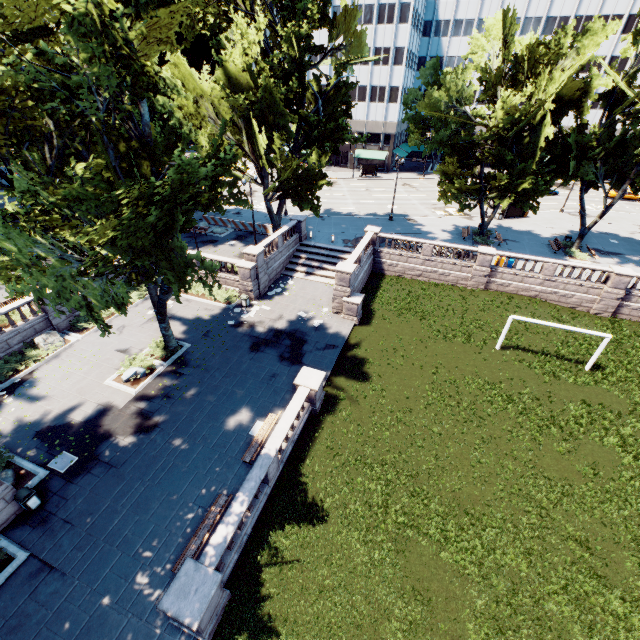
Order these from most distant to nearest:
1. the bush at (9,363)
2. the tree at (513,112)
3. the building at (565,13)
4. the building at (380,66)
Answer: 1. the building at (565,13)
2. the building at (380,66)
3. the tree at (513,112)
4. the bush at (9,363)

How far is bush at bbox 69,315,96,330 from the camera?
23.34m

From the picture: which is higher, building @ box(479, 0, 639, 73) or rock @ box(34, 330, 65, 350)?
building @ box(479, 0, 639, 73)

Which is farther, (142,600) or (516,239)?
(516,239)

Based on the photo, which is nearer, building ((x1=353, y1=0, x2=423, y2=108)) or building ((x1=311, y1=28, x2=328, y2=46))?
building ((x1=353, y1=0, x2=423, y2=108))

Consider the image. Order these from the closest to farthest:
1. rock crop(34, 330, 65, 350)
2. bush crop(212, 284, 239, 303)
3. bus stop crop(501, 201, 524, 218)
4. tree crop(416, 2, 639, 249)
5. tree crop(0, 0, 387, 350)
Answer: tree crop(0, 0, 387, 350), rock crop(34, 330, 65, 350), tree crop(416, 2, 639, 249), bush crop(212, 284, 239, 303), bus stop crop(501, 201, 524, 218)

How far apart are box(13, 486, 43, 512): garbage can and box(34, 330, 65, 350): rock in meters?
10.9

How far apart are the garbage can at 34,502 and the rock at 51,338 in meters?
10.9 m
